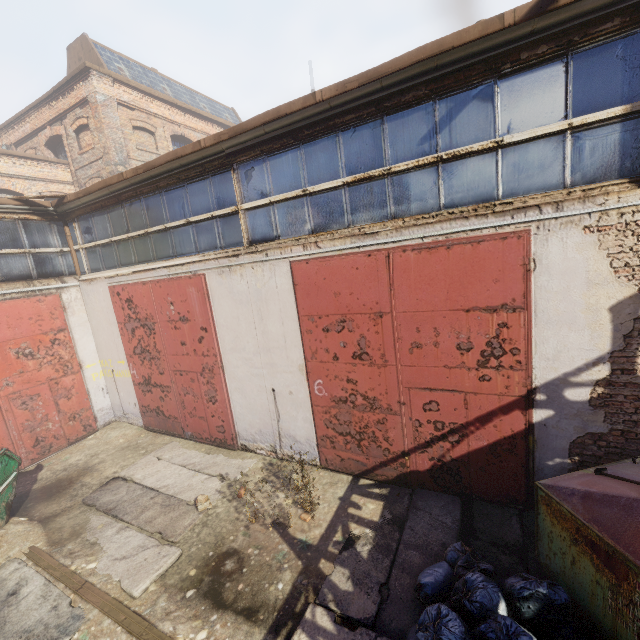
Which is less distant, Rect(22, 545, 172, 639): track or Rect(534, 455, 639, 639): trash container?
Rect(534, 455, 639, 639): trash container

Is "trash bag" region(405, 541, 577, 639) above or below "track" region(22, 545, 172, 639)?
above

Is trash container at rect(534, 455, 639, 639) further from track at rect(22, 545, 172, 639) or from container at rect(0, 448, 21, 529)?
container at rect(0, 448, 21, 529)

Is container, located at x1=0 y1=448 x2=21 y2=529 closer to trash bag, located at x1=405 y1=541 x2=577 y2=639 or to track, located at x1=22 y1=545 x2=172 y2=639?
track, located at x1=22 y1=545 x2=172 y2=639

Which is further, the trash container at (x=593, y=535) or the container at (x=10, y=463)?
the container at (x=10, y=463)

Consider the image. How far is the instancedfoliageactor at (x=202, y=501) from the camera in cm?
597

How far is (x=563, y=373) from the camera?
4.4 meters

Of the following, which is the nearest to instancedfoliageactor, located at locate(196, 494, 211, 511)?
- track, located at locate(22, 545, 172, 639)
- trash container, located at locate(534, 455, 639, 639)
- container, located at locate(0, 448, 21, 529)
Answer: track, located at locate(22, 545, 172, 639)
